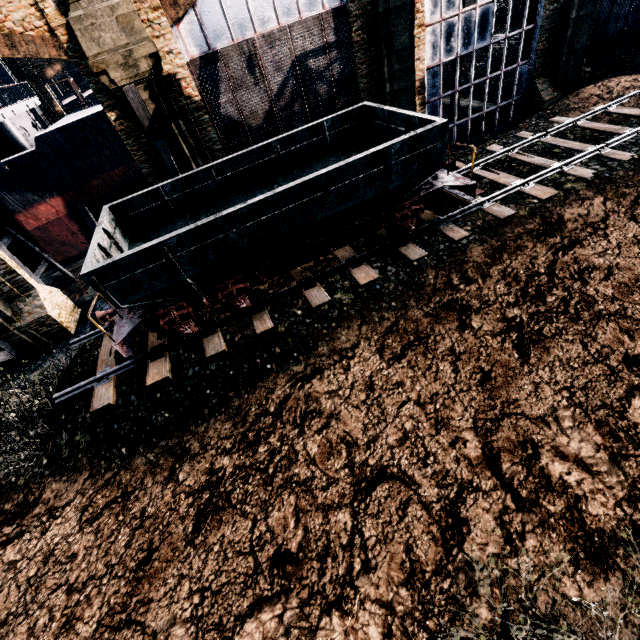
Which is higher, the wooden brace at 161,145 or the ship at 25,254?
the wooden brace at 161,145

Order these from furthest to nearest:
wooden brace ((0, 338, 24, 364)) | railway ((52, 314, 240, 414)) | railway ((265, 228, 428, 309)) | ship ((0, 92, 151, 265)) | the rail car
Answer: ship ((0, 92, 151, 265)) < wooden brace ((0, 338, 24, 364)) < railway ((265, 228, 428, 309)) < railway ((52, 314, 240, 414)) < the rail car

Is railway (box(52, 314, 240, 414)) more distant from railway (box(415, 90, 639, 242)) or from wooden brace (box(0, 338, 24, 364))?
wooden brace (box(0, 338, 24, 364))

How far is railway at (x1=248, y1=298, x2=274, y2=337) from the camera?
10.9m

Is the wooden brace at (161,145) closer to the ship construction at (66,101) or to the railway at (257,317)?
the railway at (257,317)

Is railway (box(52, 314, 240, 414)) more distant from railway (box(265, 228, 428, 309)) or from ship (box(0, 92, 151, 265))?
ship (box(0, 92, 151, 265))

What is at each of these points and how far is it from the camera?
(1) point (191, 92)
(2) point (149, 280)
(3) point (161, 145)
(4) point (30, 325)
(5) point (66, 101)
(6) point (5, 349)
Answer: (1) building, 14.56m
(2) rail car, 8.77m
(3) wooden brace, 13.77m
(4) building, 17.02m
(5) ship construction, 41.56m
(6) wooden brace, 16.55m

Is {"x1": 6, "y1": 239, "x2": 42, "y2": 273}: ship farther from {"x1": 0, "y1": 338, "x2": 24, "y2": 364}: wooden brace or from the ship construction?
the ship construction
